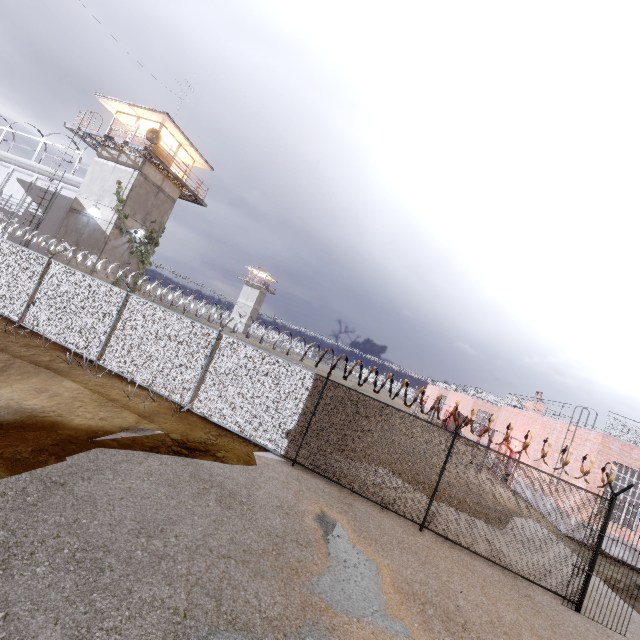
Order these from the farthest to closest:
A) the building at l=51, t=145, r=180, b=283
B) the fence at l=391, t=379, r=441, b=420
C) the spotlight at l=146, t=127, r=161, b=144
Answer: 1. the building at l=51, t=145, r=180, b=283
2. the spotlight at l=146, t=127, r=161, b=144
3. the fence at l=391, t=379, r=441, b=420

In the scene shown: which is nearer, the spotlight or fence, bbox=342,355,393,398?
fence, bbox=342,355,393,398

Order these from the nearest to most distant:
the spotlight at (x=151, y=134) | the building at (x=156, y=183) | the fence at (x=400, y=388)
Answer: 1. the fence at (x=400, y=388)
2. the spotlight at (x=151, y=134)
3. the building at (x=156, y=183)

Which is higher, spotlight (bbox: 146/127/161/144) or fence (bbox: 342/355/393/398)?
spotlight (bbox: 146/127/161/144)

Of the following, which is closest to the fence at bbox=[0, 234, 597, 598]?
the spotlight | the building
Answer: the building

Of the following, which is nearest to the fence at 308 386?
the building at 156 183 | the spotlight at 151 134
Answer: the building at 156 183

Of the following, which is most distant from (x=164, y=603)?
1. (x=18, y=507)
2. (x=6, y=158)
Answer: (x=6, y=158)
